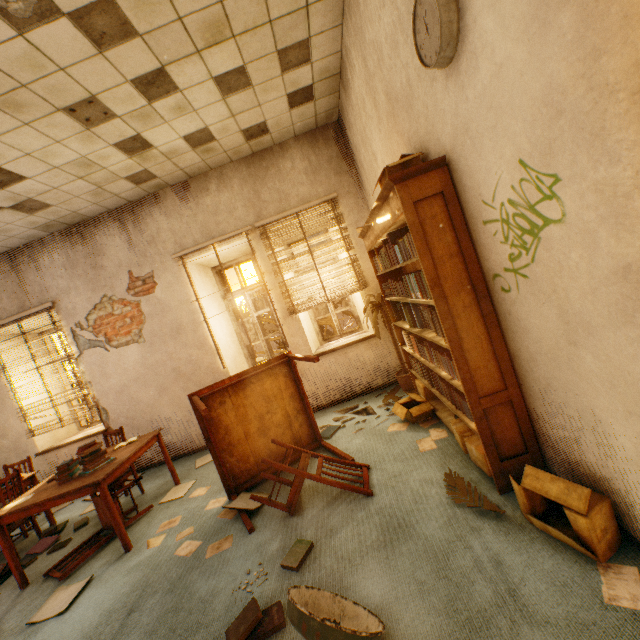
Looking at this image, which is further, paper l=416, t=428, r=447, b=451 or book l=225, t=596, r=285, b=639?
paper l=416, t=428, r=447, b=451

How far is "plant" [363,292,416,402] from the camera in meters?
4.3 m

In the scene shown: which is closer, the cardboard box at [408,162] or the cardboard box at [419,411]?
the cardboard box at [408,162]

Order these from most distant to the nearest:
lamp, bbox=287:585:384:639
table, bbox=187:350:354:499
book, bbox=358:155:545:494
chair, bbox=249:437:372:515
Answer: table, bbox=187:350:354:499 → chair, bbox=249:437:372:515 → book, bbox=358:155:545:494 → lamp, bbox=287:585:384:639

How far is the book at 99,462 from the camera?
3.3 meters

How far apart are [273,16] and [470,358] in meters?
3.2

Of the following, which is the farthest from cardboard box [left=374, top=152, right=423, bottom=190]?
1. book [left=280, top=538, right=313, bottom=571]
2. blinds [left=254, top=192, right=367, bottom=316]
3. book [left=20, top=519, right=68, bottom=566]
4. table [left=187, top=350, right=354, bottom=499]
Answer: book [left=20, top=519, right=68, bottom=566]

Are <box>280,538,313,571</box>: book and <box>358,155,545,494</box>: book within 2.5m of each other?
yes
